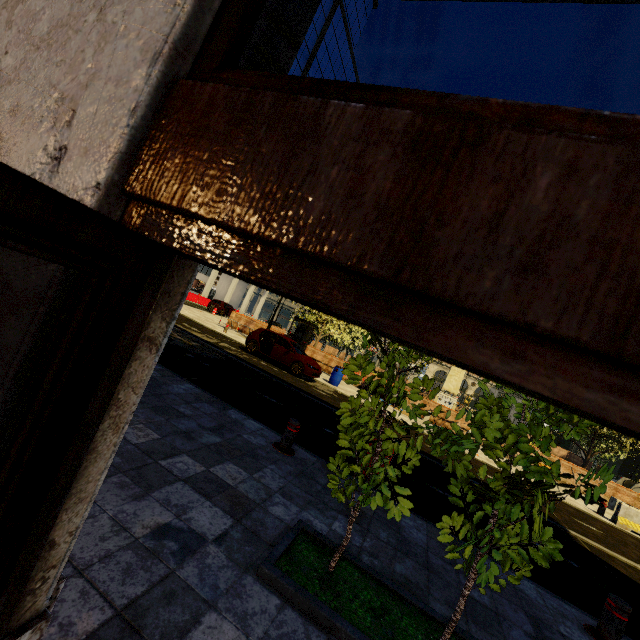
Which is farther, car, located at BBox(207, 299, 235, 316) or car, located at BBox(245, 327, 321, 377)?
car, located at BBox(207, 299, 235, 316)

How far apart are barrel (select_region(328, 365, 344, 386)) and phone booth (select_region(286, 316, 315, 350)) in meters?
4.4

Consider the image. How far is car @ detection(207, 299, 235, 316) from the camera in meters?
32.7 m

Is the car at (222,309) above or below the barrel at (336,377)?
above

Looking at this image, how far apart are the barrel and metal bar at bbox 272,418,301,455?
11.13m

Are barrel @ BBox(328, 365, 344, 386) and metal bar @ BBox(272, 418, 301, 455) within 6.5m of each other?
no

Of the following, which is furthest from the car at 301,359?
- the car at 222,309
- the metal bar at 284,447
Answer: the car at 222,309

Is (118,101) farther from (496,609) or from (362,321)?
(496,609)
